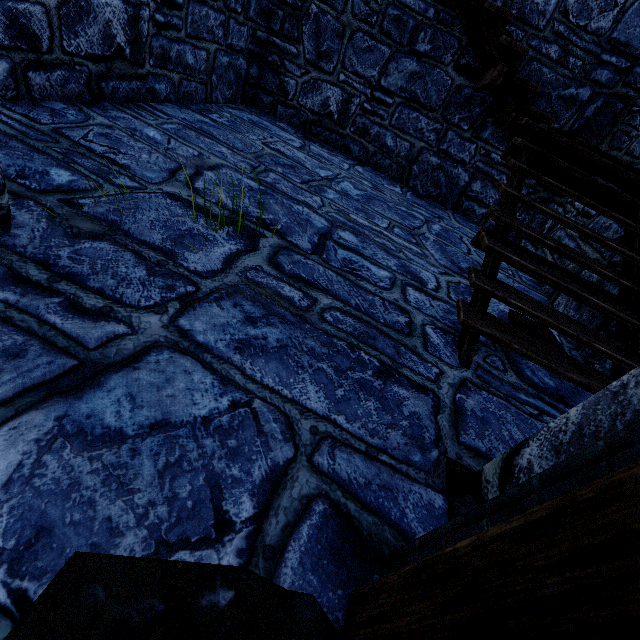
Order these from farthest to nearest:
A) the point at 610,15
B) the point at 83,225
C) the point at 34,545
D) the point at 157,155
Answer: the point at 610,15
the point at 157,155
the point at 83,225
the point at 34,545
